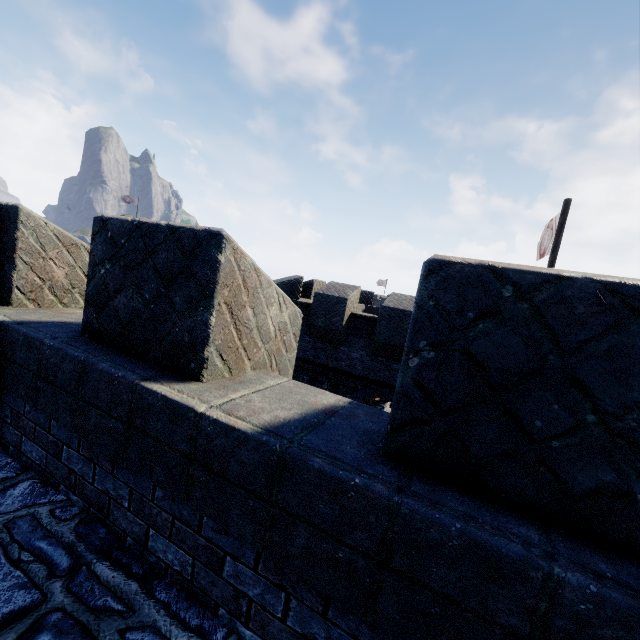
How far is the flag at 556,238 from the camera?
9.9 meters

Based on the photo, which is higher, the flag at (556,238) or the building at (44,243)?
the flag at (556,238)

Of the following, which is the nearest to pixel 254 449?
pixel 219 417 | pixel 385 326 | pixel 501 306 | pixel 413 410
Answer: pixel 219 417

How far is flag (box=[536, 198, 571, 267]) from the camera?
9.9 meters

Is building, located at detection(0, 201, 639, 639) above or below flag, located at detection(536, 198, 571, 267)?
below

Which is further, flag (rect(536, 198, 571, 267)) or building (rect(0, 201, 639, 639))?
flag (rect(536, 198, 571, 267))
